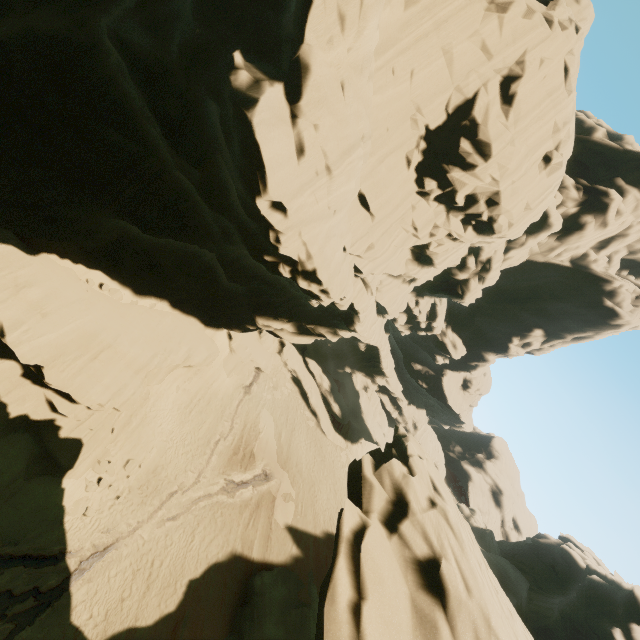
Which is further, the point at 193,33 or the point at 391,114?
the point at 391,114

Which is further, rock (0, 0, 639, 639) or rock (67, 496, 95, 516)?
rock (67, 496, 95, 516)

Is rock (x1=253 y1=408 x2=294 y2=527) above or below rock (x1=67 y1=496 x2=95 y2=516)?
above

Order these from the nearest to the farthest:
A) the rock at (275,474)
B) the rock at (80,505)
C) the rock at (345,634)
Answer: the rock at (345,634), the rock at (80,505), the rock at (275,474)

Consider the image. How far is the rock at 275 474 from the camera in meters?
26.5 m
